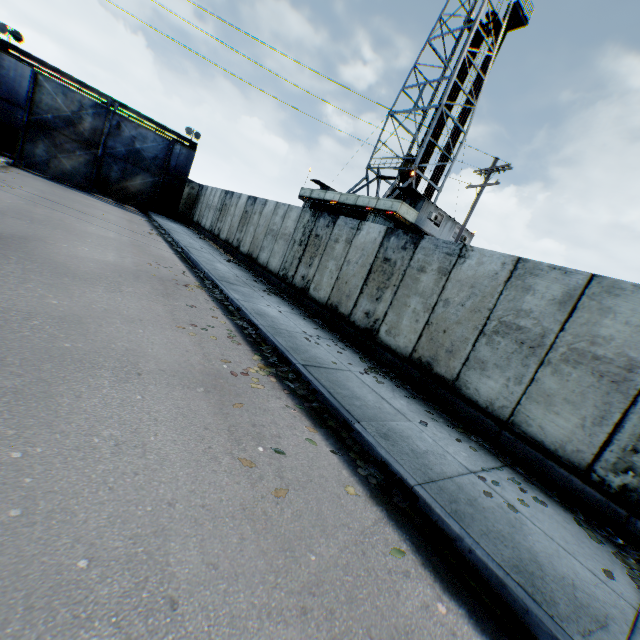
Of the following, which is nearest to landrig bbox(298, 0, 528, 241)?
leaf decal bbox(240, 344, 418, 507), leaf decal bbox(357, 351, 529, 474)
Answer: leaf decal bbox(357, 351, 529, 474)

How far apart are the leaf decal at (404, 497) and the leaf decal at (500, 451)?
1.9 meters

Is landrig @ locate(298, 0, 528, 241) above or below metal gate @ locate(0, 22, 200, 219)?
above

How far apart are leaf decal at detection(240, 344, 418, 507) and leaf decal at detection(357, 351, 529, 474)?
1.9m

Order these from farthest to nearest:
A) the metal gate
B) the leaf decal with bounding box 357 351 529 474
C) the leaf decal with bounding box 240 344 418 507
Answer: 1. the metal gate
2. the leaf decal with bounding box 357 351 529 474
3. the leaf decal with bounding box 240 344 418 507

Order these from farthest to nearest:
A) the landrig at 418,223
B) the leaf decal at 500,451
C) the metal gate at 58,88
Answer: the landrig at 418,223, the metal gate at 58,88, the leaf decal at 500,451

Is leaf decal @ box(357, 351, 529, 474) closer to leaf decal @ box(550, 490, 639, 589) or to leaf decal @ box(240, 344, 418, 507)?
leaf decal @ box(550, 490, 639, 589)

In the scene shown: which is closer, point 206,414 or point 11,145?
point 206,414
